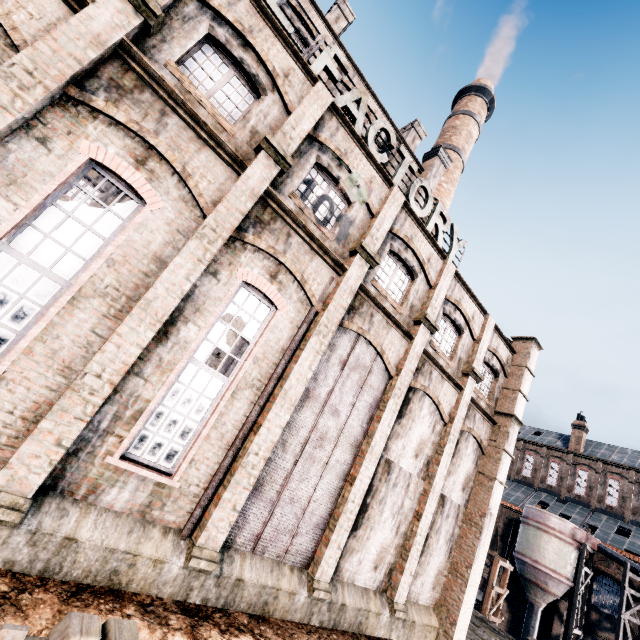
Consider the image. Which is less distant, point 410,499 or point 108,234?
point 108,234

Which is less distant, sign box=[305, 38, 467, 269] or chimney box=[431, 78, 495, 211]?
sign box=[305, 38, 467, 269]

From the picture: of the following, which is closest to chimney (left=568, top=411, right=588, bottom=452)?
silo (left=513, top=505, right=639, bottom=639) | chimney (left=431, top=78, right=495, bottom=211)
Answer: silo (left=513, top=505, right=639, bottom=639)

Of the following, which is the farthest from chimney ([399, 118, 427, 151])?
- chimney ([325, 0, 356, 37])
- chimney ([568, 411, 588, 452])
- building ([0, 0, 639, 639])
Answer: chimney ([568, 411, 588, 452])

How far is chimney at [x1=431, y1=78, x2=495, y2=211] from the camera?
28.1m

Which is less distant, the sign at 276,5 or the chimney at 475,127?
the sign at 276,5

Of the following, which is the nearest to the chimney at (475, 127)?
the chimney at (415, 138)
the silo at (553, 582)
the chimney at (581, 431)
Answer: the chimney at (415, 138)

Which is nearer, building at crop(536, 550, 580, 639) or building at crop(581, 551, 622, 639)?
building at crop(581, 551, 622, 639)
